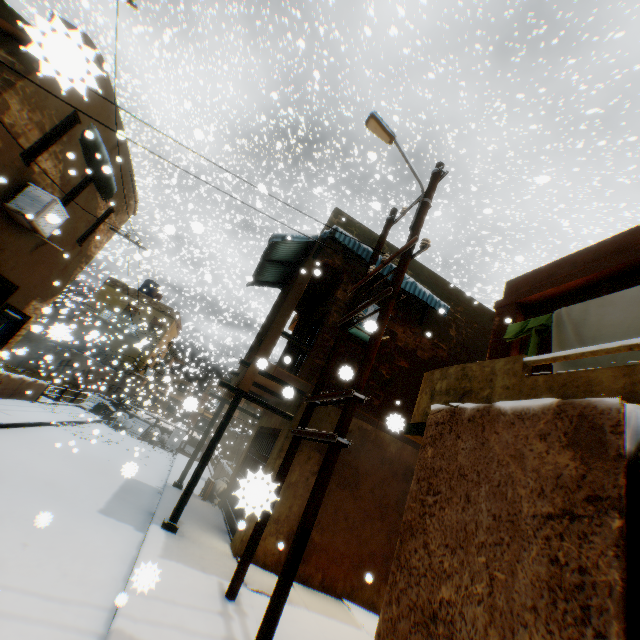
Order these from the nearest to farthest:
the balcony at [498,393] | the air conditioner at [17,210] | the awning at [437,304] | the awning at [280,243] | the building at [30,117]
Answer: the balcony at [498,393] → the building at [30,117] → the air conditioner at [17,210] → the awning at [437,304] → the awning at [280,243]

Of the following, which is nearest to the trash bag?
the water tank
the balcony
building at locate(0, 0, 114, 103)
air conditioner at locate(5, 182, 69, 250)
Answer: building at locate(0, 0, 114, 103)

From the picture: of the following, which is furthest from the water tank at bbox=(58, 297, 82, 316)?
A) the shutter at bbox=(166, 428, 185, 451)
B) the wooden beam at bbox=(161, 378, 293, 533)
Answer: the wooden beam at bbox=(161, 378, 293, 533)

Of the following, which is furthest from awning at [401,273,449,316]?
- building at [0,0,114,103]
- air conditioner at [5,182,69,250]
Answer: air conditioner at [5,182,69,250]

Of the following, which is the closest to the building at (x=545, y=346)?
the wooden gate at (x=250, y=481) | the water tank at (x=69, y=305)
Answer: the wooden gate at (x=250, y=481)

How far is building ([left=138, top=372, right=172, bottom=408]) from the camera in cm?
663

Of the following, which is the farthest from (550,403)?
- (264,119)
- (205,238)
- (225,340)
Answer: (205,238)
